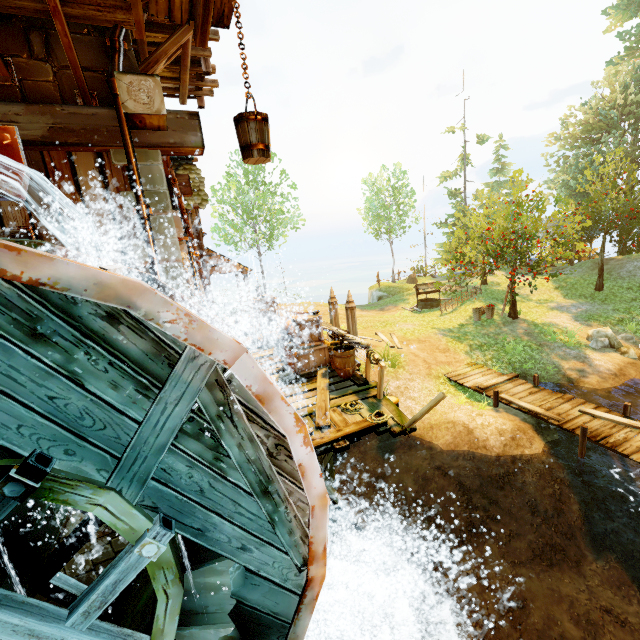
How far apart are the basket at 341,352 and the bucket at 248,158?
4.82m

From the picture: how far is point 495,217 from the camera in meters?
17.6

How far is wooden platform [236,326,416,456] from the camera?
6.0 meters

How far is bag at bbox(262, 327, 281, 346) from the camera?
10.8m

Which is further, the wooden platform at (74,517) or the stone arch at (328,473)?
the stone arch at (328,473)

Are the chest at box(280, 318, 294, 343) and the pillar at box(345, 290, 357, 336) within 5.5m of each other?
yes

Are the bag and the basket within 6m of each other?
yes

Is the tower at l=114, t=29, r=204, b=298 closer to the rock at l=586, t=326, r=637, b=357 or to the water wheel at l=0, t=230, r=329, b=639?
the water wheel at l=0, t=230, r=329, b=639
